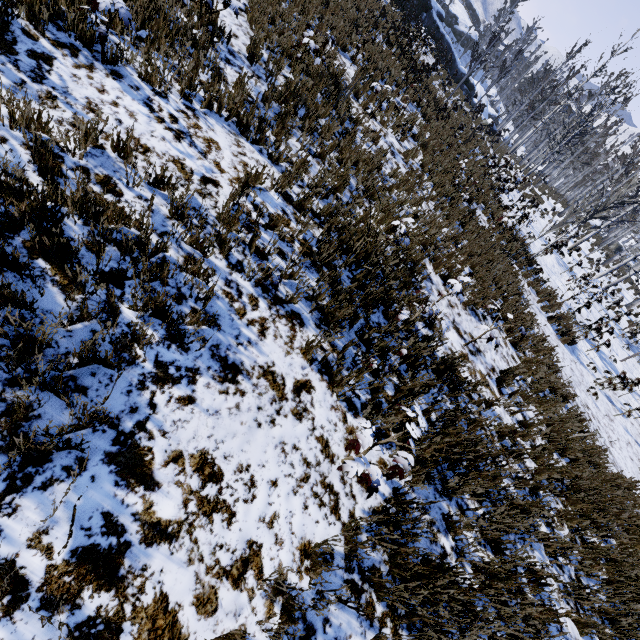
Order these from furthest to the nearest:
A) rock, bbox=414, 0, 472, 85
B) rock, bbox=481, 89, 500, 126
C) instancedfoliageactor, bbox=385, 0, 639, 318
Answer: rock, bbox=481, 89, 500, 126 → rock, bbox=414, 0, 472, 85 → instancedfoliageactor, bbox=385, 0, 639, 318

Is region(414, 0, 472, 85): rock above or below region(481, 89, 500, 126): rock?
above

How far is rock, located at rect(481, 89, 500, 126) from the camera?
28.2 meters

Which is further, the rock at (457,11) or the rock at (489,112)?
the rock at (489,112)

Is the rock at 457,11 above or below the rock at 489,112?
above

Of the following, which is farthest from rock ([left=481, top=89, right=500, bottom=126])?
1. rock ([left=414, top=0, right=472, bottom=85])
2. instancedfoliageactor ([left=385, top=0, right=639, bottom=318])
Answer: instancedfoliageactor ([left=385, top=0, right=639, bottom=318])

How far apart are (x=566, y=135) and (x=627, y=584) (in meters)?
17.65
